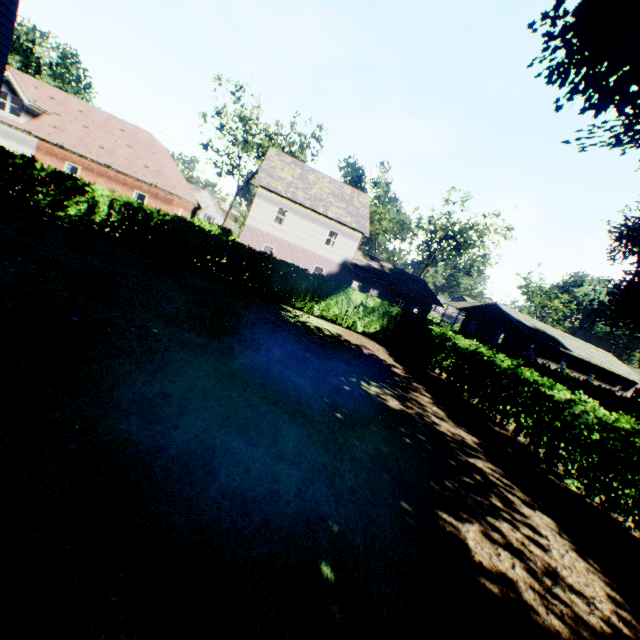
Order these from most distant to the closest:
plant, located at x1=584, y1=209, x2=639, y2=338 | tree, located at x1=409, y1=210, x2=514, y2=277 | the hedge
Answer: tree, located at x1=409, y1=210, x2=514, y2=277, plant, located at x1=584, y1=209, x2=639, y2=338, the hedge

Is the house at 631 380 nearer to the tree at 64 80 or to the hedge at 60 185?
the hedge at 60 185

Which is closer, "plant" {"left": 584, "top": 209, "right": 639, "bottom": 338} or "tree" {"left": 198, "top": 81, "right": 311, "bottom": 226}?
"plant" {"left": 584, "top": 209, "right": 639, "bottom": 338}

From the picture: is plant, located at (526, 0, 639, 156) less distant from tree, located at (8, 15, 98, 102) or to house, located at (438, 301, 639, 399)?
tree, located at (8, 15, 98, 102)

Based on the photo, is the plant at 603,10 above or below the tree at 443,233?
below

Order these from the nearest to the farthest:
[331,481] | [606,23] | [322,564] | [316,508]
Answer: [322,564], [316,508], [331,481], [606,23]

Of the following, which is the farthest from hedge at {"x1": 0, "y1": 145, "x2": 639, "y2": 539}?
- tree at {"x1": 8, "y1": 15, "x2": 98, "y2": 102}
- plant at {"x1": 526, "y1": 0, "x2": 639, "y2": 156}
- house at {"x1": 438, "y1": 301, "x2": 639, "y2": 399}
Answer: house at {"x1": 438, "y1": 301, "x2": 639, "y2": 399}

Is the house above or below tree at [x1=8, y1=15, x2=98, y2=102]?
below
